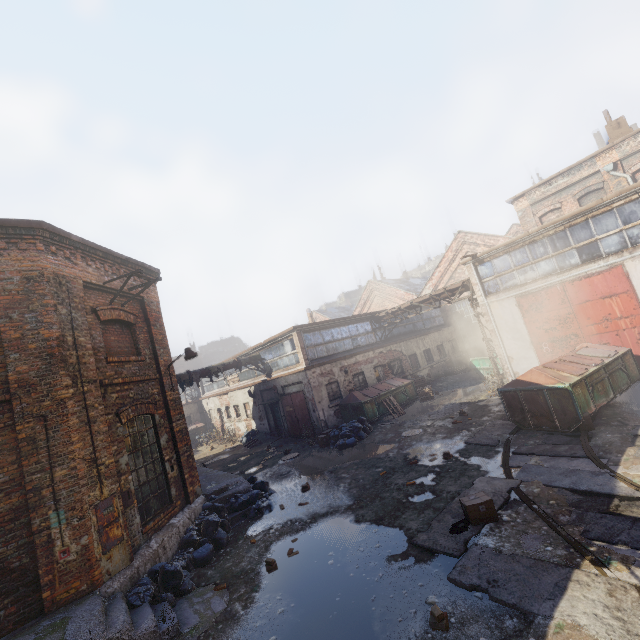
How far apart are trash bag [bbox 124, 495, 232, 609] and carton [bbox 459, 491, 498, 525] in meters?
5.8 m

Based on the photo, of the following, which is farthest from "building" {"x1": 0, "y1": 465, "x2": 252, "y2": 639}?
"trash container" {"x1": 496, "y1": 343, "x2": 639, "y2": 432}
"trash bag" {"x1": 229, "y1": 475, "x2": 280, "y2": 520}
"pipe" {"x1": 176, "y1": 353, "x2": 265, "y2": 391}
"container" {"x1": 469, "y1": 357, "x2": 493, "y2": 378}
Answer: "container" {"x1": 469, "y1": 357, "x2": 493, "y2": 378}

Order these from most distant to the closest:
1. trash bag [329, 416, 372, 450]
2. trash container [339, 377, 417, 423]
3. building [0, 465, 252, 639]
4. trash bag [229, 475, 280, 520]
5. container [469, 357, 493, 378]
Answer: container [469, 357, 493, 378]
trash container [339, 377, 417, 423]
trash bag [329, 416, 372, 450]
trash bag [229, 475, 280, 520]
building [0, 465, 252, 639]

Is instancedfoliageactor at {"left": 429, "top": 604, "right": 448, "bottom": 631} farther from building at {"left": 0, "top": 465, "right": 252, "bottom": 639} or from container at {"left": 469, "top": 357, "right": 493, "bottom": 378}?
container at {"left": 469, "top": 357, "right": 493, "bottom": 378}

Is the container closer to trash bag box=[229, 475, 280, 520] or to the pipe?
the pipe

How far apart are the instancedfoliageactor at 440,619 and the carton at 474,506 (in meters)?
2.03

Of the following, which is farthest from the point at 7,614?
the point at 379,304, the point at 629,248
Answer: the point at 379,304

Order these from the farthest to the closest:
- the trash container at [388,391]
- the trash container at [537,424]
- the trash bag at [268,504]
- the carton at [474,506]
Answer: the trash container at [388,391], the trash bag at [268,504], the trash container at [537,424], the carton at [474,506]
